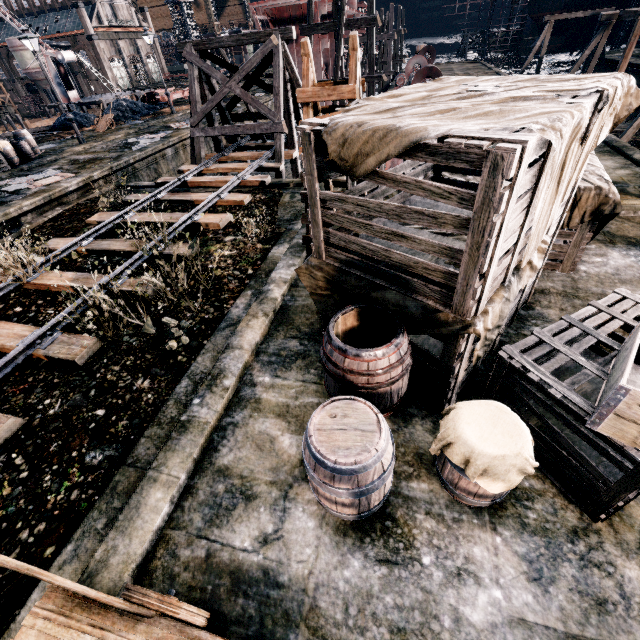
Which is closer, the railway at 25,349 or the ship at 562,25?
the railway at 25,349

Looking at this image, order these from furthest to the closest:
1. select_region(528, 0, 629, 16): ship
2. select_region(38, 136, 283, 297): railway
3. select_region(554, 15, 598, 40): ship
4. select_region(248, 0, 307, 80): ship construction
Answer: select_region(554, 15, 598, 40): ship, select_region(528, 0, 629, 16): ship, select_region(248, 0, 307, 80): ship construction, select_region(38, 136, 283, 297): railway

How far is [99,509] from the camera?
4.3m

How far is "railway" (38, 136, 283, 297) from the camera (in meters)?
9.52

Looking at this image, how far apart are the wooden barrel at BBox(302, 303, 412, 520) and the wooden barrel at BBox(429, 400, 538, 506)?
0.4m

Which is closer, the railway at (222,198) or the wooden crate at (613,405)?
the wooden crate at (613,405)

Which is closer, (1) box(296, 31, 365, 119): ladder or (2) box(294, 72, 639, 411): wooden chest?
(2) box(294, 72, 639, 411): wooden chest

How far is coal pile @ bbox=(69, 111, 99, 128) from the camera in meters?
27.5
